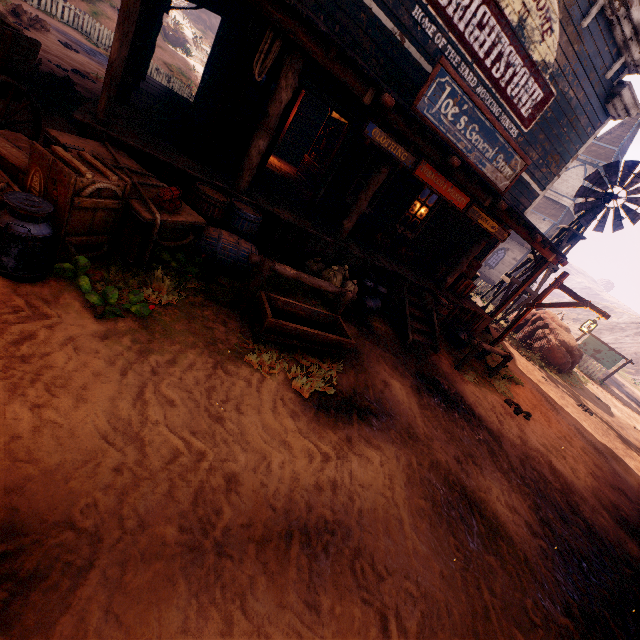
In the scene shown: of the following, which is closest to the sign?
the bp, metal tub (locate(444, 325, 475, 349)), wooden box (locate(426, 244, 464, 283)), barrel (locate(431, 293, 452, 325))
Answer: wooden box (locate(426, 244, 464, 283))

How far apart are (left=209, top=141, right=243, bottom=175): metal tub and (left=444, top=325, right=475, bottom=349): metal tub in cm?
708

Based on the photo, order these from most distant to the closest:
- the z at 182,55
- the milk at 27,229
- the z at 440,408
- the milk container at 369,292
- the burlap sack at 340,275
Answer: the z at 182,55
the milk container at 369,292
the burlap sack at 340,275
the milk at 27,229
the z at 440,408

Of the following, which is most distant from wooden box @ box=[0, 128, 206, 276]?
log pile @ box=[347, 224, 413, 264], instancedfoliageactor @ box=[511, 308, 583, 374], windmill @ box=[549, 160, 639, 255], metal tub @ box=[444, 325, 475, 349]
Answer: instancedfoliageactor @ box=[511, 308, 583, 374]

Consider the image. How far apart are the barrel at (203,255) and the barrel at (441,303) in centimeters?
520cm

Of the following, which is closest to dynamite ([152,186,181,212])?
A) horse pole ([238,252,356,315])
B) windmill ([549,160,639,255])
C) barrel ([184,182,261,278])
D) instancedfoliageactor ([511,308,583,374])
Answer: barrel ([184,182,261,278])

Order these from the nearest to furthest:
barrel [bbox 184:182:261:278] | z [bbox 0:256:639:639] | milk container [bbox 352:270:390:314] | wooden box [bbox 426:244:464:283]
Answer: z [bbox 0:256:639:639]
barrel [bbox 184:182:261:278]
milk container [bbox 352:270:390:314]
wooden box [bbox 426:244:464:283]

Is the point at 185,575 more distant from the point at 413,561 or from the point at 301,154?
the point at 301,154
